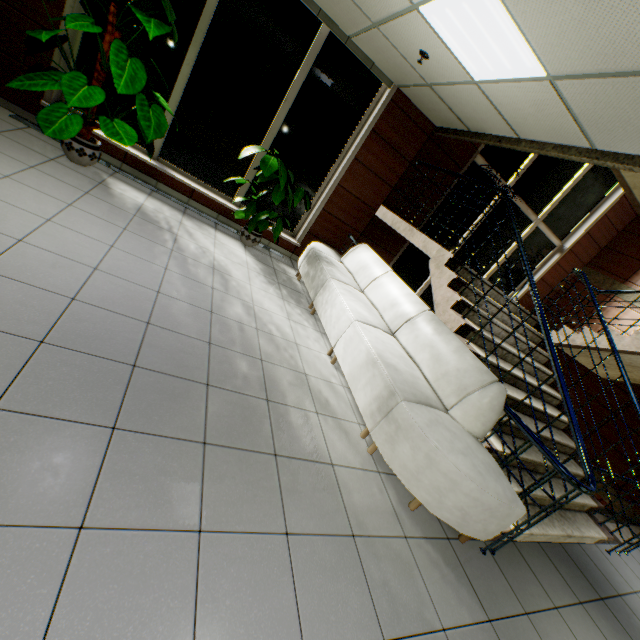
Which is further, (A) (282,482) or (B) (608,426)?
(B) (608,426)

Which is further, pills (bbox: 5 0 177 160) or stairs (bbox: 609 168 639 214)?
stairs (bbox: 609 168 639 214)

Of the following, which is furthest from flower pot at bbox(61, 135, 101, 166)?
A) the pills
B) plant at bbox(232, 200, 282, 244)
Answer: plant at bbox(232, 200, 282, 244)

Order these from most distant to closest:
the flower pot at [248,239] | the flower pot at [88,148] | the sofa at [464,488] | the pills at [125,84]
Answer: the flower pot at [248,239] → the flower pot at [88,148] → the pills at [125,84] → the sofa at [464,488]

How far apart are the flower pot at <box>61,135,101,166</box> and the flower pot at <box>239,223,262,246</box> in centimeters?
198cm

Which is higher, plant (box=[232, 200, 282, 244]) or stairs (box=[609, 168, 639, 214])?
stairs (box=[609, 168, 639, 214])

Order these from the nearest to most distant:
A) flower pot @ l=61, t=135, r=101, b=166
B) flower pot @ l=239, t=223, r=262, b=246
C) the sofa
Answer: the sofa < flower pot @ l=61, t=135, r=101, b=166 < flower pot @ l=239, t=223, r=262, b=246

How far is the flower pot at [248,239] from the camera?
5.1m
